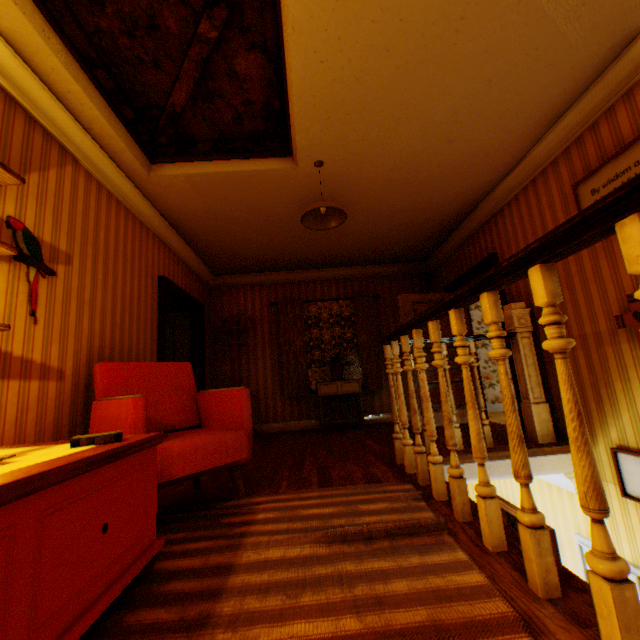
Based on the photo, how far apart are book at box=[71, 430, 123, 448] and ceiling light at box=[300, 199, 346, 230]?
2.5m

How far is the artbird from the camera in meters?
2.2

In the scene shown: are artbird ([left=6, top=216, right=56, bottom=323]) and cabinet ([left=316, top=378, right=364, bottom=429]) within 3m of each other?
no

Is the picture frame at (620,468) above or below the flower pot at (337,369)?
below

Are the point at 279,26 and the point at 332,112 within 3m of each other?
yes

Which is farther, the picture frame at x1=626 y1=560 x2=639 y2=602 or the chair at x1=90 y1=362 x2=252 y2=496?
the picture frame at x1=626 y1=560 x2=639 y2=602

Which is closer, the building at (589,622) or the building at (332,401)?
the building at (589,622)

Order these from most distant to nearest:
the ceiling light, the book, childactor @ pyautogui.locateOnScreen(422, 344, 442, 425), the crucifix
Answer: childactor @ pyautogui.locateOnScreen(422, 344, 442, 425), the ceiling light, the crucifix, the book
